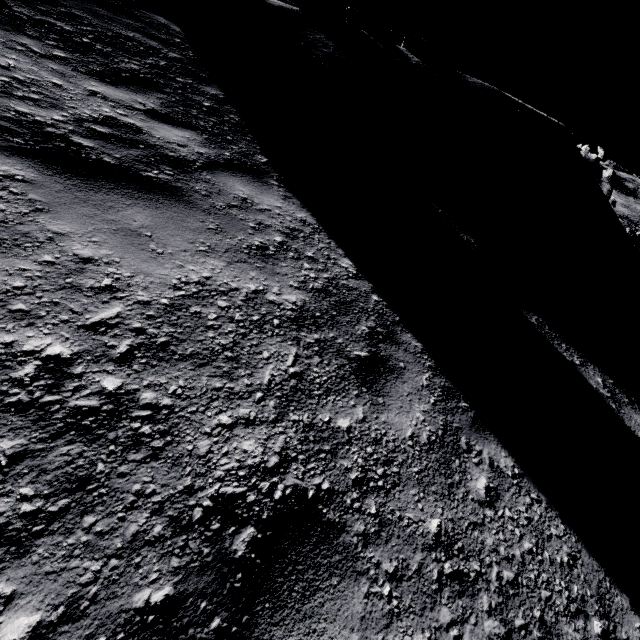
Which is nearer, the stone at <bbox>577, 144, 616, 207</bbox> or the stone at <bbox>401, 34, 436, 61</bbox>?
the stone at <bbox>401, 34, 436, 61</bbox>

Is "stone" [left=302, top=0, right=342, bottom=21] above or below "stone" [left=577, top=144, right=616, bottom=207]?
above

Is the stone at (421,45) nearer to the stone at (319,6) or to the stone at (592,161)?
the stone at (319,6)

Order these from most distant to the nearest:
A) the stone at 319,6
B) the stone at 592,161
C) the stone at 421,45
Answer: the stone at 592,161
the stone at 319,6
the stone at 421,45

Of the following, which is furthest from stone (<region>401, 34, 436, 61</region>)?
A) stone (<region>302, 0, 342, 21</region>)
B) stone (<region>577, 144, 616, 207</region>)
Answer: stone (<region>577, 144, 616, 207</region>)

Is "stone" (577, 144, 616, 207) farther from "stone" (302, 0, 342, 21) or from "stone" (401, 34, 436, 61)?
"stone" (302, 0, 342, 21)

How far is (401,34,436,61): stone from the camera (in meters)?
10.51

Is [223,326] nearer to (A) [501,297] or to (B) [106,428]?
(B) [106,428]
